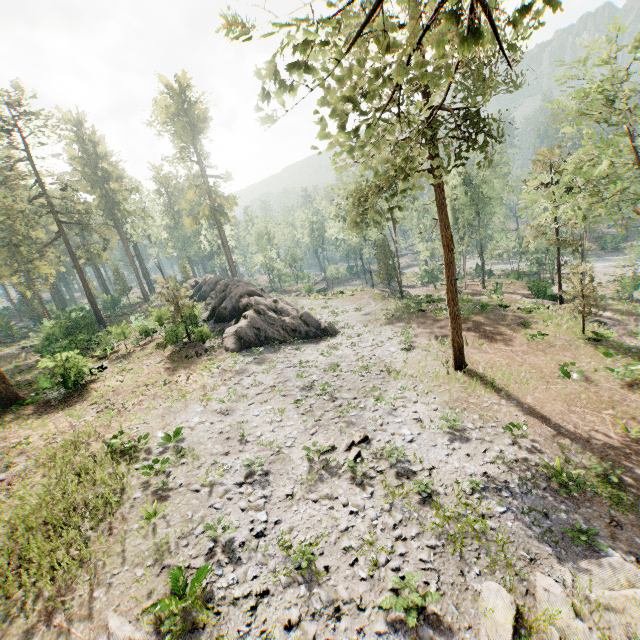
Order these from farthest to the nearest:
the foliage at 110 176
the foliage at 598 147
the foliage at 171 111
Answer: the foliage at 171 111, the foliage at 110 176, the foliage at 598 147

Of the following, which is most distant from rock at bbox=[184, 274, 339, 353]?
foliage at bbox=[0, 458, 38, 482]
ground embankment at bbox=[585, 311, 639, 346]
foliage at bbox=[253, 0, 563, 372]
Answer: ground embankment at bbox=[585, 311, 639, 346]

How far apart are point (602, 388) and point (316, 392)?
16.2 meters

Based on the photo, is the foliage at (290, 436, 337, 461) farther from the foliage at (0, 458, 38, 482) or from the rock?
the foliage at (0, 458, 38, 482)

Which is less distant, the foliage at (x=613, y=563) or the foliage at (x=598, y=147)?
the foliage at (x=613, y=563)

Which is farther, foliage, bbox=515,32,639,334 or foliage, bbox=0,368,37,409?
foliage, bbox=0,368,37,409

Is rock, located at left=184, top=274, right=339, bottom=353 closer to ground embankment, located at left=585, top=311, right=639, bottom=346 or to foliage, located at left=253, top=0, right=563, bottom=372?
foliage, located at left=253, top=0, right=563, bottom=372
